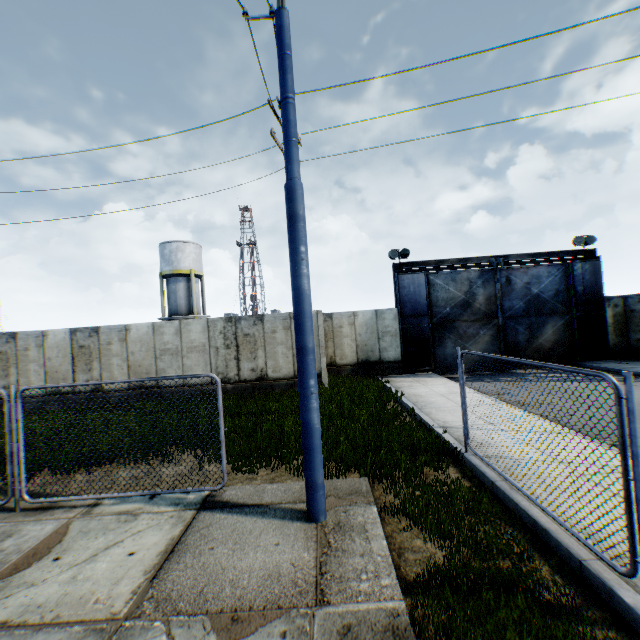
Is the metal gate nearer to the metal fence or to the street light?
the metal fence

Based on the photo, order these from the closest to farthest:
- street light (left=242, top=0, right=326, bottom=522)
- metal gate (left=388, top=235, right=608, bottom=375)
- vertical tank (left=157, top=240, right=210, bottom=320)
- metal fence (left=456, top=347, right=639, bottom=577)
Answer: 1. metal fence (left=456, top=347, right=639, bottom=577)
2. street light (left=242, top=0, right=326, bottom=522)
3. metal gate (left=388, top=235, right=608, bottom=375)
4. vertical tank (left=157, top=240, right=210, bottom=320)

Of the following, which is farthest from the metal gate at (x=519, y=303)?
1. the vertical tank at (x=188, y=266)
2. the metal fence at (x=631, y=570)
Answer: the vertical tank at (x=188, y=266)

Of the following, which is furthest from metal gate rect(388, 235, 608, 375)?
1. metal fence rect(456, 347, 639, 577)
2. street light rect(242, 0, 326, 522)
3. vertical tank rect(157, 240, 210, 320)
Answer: vertical tank rect(157, 240, 210, 320)

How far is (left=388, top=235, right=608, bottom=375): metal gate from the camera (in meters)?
17.36

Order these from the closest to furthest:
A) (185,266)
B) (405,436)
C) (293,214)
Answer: (293,214) → (405,436) → (185,266)

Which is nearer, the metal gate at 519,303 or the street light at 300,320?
the street light at 300,320

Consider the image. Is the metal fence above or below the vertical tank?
below
